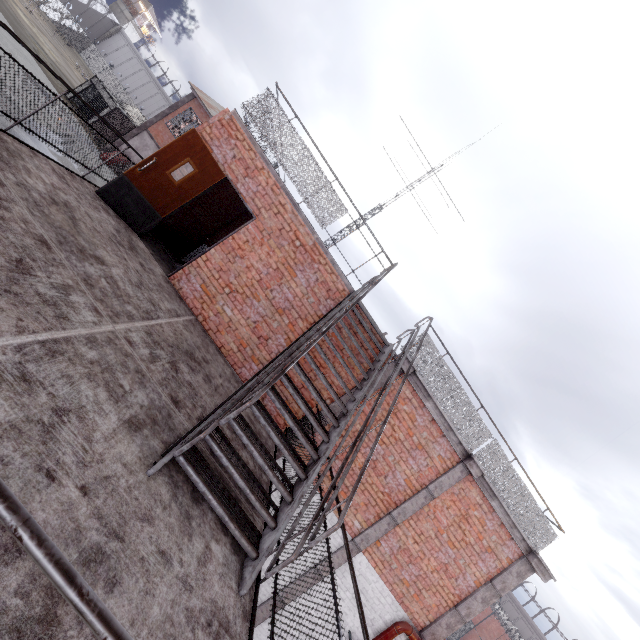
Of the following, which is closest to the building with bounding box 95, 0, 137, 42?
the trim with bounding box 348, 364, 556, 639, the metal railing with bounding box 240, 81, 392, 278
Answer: the metal railing with bounding box 240, 81, 392, 278

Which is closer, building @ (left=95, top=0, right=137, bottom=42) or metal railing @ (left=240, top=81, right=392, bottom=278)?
metal railing @ (left=240, top=81, right=392, bottom=278)

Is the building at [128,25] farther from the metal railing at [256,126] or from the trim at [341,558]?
the trim at [341,558]

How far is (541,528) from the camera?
7.5m

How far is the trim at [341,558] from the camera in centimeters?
704cm

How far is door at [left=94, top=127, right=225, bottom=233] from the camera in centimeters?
584cm

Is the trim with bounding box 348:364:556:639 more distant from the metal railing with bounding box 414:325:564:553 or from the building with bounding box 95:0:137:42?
the building with bounding box 95:0:137:42

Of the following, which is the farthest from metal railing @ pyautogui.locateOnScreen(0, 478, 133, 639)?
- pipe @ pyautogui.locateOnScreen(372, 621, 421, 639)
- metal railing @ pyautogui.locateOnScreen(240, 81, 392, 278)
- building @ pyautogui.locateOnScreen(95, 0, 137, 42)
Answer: building @ pyautogui.locateOnScreen(95, 0, 137, 42)
